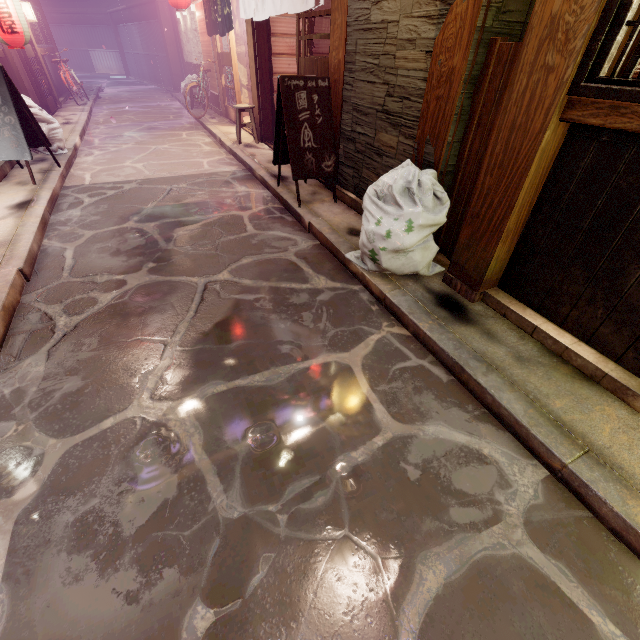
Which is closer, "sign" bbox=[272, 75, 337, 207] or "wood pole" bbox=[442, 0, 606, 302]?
"wood pole" bbox=[442, 0, 606, 302]

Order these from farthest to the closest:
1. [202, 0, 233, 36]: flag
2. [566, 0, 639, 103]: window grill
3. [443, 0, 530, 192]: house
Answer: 1. [202, 0, 233, 36]: flag
2. [443, 0, 530, 192]: house
3. [566, 0, 639, 103]: window grill

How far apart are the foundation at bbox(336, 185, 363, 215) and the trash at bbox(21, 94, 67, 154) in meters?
10.5 m

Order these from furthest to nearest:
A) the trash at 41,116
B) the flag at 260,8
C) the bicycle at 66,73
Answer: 1. the bicycle at 66,73
2. the trash at 41,116
3. the flag at 260,8

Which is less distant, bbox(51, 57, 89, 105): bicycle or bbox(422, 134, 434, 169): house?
bbox(422, 134, 434, 169): house

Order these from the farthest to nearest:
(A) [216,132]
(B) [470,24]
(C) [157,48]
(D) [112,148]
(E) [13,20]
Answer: (C) [157,48] < (A) [216,132] < (D) [112,148] < (E) [13,20] < (B) [470,24]

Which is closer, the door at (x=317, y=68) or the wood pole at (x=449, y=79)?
the wood pole at (x=449, y=79)

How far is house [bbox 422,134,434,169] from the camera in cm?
578
